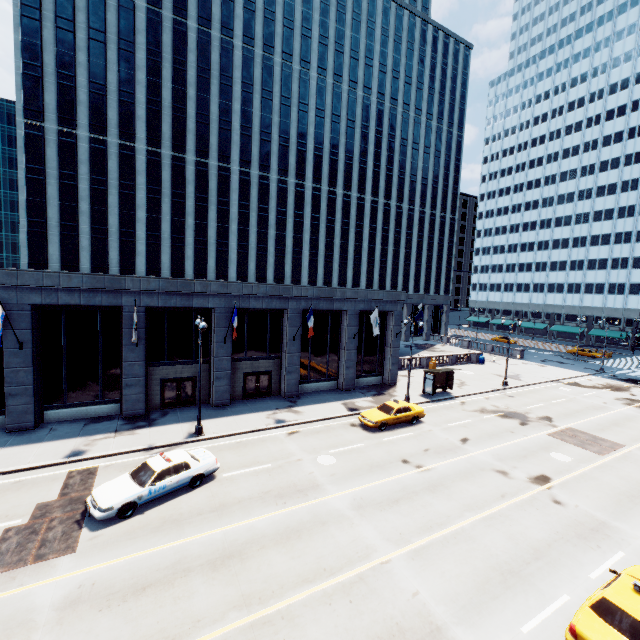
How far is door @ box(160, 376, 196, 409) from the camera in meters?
24.0

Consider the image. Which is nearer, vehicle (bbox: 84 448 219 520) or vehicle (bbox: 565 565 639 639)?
vehicle (bbox: 565 565 639 639)

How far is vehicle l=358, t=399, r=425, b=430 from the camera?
22.50m

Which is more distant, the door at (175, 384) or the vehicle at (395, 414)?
the door at (175, 384)

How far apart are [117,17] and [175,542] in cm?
5567

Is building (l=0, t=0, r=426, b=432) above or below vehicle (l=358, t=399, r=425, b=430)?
above

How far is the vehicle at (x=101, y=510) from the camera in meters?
12.8 m

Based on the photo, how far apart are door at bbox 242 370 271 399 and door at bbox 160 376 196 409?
3.47m
